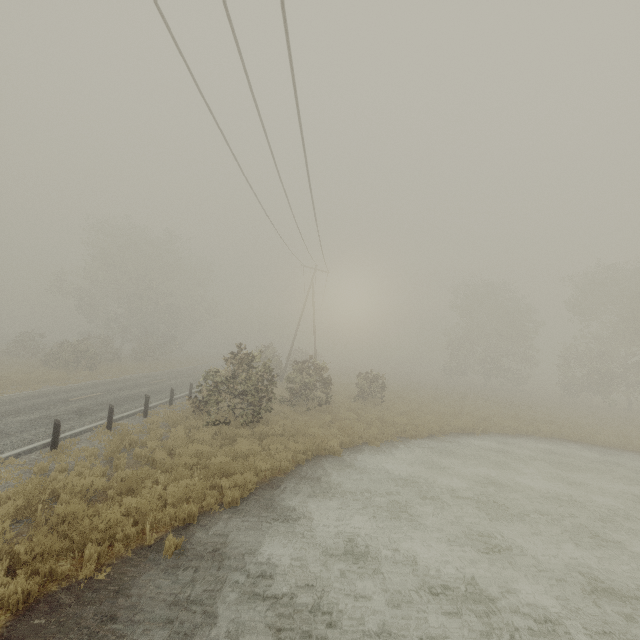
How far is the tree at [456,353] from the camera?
30.8 meters

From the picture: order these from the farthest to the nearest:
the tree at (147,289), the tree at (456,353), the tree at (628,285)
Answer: the tree at (147,289), the tree at (456,353), the tree at (628,285)

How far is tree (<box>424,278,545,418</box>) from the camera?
30.8m

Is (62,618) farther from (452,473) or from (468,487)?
(452,473)

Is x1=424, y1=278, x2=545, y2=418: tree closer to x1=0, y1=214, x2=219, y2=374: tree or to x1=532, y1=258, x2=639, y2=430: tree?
x1=532, y1=258, x2=639, y2=430: tree

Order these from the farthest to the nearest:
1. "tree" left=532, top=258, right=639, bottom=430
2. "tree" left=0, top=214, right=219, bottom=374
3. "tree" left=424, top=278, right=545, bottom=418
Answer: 1. "tree" left=0, top=214, right=219, bottom=374
2. "tree" left=424, top=278, right=545, bottom=418
3. "tree" left=532, top=258, right=639, bottom=430

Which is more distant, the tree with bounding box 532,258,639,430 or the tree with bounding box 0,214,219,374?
the tree with bounding box 0,214,219,374

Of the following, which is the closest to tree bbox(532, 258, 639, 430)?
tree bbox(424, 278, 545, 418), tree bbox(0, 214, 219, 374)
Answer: tree bbox(424, 278, 545, 418)
